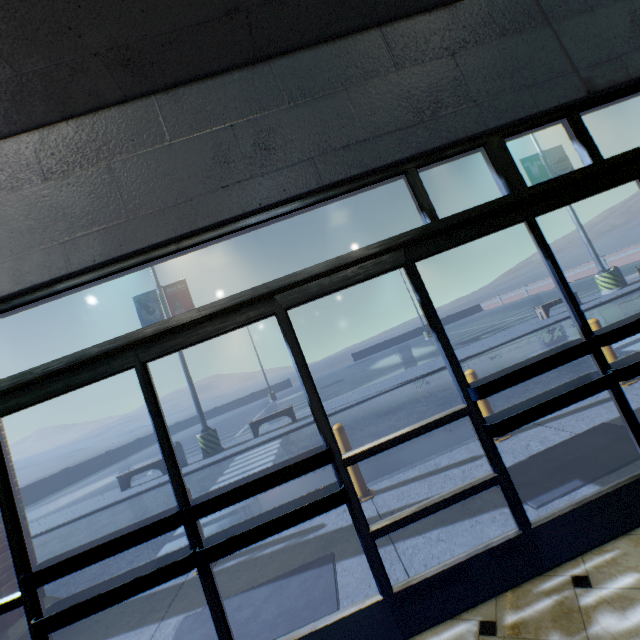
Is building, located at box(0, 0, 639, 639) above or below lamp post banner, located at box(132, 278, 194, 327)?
below

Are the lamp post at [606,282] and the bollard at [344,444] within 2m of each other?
no

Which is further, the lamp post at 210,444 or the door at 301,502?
the lamp post at 210,444

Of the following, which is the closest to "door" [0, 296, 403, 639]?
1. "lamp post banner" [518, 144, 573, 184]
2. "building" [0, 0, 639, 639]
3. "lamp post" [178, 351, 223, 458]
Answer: "building" [0, 0, 639, 639]

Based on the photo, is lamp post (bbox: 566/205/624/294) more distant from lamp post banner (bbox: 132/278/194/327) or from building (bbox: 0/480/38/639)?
lamp post banner (bbox: 132/278/194/327)

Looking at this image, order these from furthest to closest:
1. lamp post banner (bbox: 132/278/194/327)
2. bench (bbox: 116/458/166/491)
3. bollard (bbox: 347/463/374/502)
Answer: lamp post banner (bbox: 132/278/194/327) → bench (bbox: 116/458/166/491) → bollard (bbox: 347/463/374/502)

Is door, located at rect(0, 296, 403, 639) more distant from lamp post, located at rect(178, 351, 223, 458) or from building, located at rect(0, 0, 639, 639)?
lamp post, located at rect(178, 351, 223, 458)

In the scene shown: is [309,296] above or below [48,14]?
below
